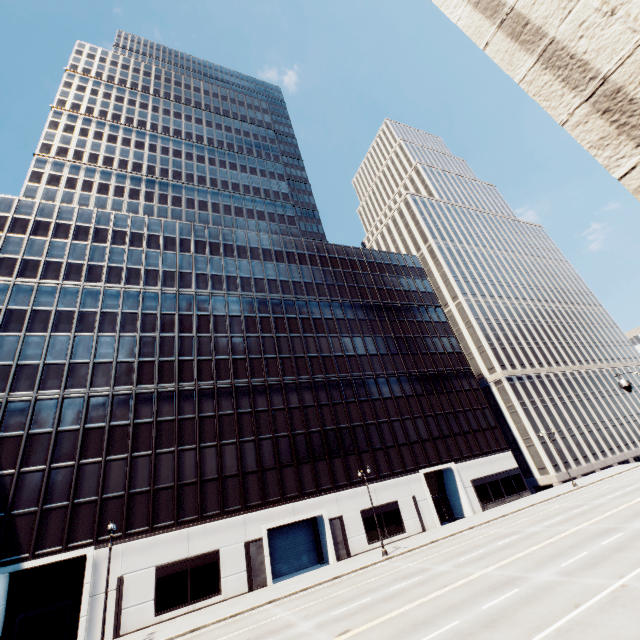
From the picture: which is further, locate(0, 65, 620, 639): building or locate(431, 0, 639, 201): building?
locate(0, 65, 620, 639): building

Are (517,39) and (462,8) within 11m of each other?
yes

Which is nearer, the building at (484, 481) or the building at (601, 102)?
the building at (601, 102)
